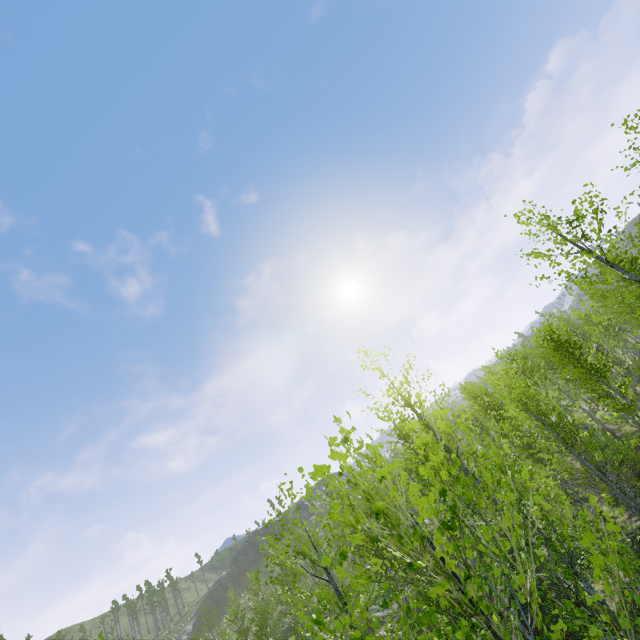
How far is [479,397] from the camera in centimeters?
2445cm
